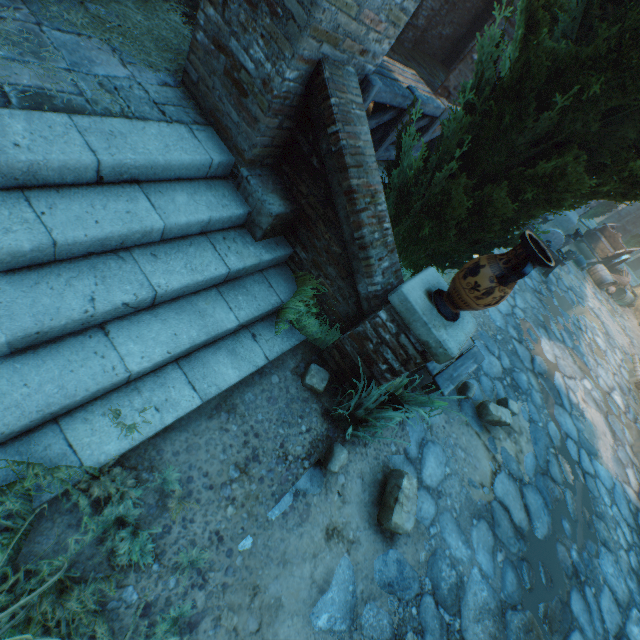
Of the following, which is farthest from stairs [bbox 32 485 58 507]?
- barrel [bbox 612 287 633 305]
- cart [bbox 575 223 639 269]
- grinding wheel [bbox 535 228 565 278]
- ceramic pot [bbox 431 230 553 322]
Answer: barrel [bbox 612 287 633 305]

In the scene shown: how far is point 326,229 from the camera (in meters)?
2.96

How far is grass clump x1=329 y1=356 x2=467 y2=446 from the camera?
3.0 meters

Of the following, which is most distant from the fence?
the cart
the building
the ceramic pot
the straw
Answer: the cart

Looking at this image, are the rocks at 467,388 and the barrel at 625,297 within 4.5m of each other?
no

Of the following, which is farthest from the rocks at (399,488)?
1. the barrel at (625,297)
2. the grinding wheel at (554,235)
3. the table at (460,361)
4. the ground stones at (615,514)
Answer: the barrel at (625,297)

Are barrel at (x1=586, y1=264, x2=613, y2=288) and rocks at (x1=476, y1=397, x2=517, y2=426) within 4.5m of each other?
no

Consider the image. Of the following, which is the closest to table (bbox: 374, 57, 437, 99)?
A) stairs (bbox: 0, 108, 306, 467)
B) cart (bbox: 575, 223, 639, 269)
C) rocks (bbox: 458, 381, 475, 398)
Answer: stairs (bbox: 0, 108, 306, 467)
